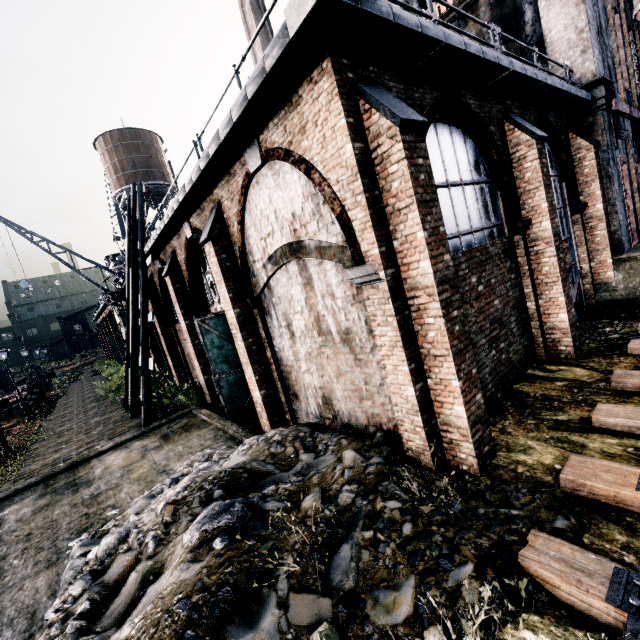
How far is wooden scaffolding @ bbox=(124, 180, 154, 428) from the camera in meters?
14.6

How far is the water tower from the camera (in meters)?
34.09

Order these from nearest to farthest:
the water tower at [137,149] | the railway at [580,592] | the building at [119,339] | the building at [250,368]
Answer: the railway at [580,592] < the building at [250,368] < the water tower at [137,149] < the building at [119,339]

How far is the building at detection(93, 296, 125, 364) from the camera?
35.7m

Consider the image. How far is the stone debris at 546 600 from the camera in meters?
3.7 m

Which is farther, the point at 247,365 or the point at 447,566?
the point at 247,365

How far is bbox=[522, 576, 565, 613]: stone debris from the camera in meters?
3.7

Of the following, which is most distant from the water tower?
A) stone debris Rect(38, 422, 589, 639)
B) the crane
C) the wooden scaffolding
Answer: stone debris Rect(38, 422, 589, 639)
